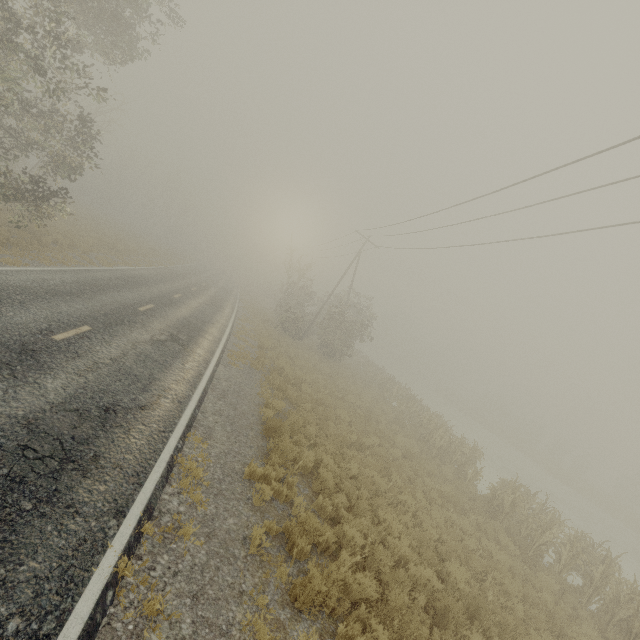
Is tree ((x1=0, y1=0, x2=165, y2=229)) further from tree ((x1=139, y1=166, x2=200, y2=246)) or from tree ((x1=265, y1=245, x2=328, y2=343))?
tree ((x1=139, y1=166, x2=200, y2=246))

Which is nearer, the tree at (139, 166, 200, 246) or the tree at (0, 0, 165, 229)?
the tree at (0, 0, 165, 229)

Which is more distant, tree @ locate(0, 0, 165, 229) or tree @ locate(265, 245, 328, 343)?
tree @ locate(265, 245, 328, 343)

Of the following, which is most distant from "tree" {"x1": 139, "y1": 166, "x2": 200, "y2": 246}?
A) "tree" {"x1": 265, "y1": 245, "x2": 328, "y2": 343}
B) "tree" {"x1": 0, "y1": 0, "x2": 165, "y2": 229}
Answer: "tree" {"x1": 265, "y1": 245, "x2": 328, "y2": 343}

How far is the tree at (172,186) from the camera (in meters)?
48.59

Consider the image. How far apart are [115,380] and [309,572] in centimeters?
590cm

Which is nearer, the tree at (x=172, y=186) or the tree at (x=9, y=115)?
the tree at (x=9, y=115)
